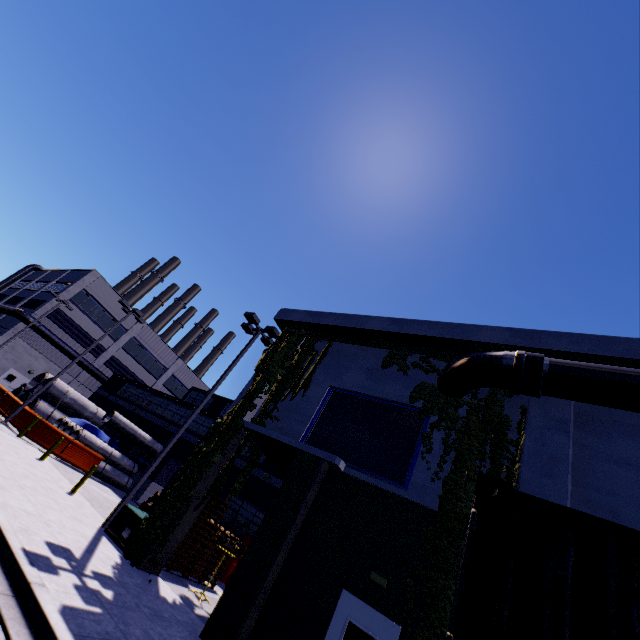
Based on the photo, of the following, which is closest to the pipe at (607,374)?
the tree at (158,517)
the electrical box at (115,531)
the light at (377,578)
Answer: the tree at (158,517)

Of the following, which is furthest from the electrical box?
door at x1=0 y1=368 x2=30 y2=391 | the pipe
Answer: door at x1=0 y1=368 x2=30 y2=391

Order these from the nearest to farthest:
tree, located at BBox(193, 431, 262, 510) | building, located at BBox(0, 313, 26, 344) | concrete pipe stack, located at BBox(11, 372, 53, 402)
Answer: tree, located at BBox(193, 431, 262, 510)
concrete pipe stack, located at BBox(11, 372, 53, 402)
building, located at BBox(0, 313, 26, 344)

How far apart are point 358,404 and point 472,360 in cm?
428

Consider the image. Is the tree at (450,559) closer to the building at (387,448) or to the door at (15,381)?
the building at (387,448)

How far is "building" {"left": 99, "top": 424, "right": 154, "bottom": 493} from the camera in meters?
25.0 m

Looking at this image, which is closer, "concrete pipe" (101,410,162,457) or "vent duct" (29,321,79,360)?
"concrete pipe" (101,410,162,457)

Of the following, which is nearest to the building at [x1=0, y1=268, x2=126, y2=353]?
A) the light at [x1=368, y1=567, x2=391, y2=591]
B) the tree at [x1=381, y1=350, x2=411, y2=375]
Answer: the tree at [x1=381, y1=350, x2=411, y2=375]
